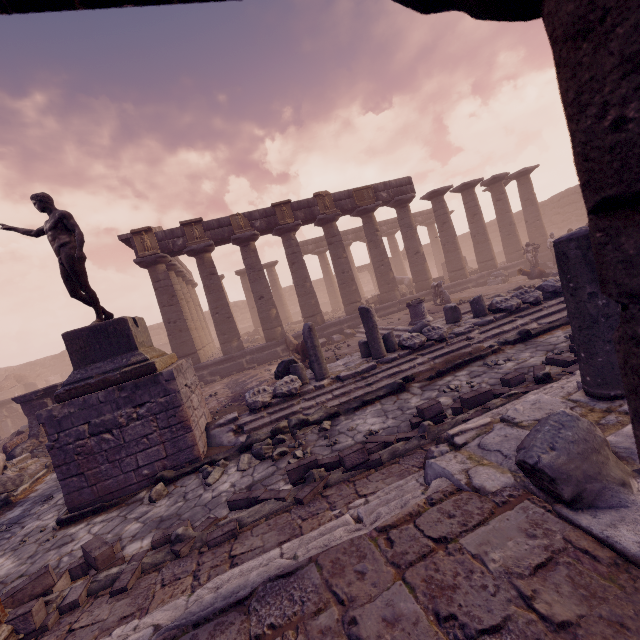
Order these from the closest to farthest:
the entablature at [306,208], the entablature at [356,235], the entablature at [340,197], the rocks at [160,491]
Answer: the rocks at [160,491]
the entablature at [306,208]
the entablature at [340,197]
the entablature at [356,235]

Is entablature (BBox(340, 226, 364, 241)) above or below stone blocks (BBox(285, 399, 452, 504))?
above

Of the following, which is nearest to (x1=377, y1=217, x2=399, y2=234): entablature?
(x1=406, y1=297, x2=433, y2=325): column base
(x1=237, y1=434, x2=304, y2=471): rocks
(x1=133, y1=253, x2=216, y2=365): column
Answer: (x1=133, y1=253, x2=216, y2=365): column

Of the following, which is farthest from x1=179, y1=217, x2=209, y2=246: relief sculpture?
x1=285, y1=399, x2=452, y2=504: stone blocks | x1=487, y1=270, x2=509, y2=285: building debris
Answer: x1=487, y1=270, x2=509, y2=285: building debris

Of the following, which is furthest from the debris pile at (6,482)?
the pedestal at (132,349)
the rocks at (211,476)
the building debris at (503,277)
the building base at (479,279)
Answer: the building debris at (503,277)

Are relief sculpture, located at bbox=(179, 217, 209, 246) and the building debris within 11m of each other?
no

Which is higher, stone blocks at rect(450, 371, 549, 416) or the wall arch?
the wall arch

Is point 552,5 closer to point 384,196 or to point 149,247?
point 149,247
